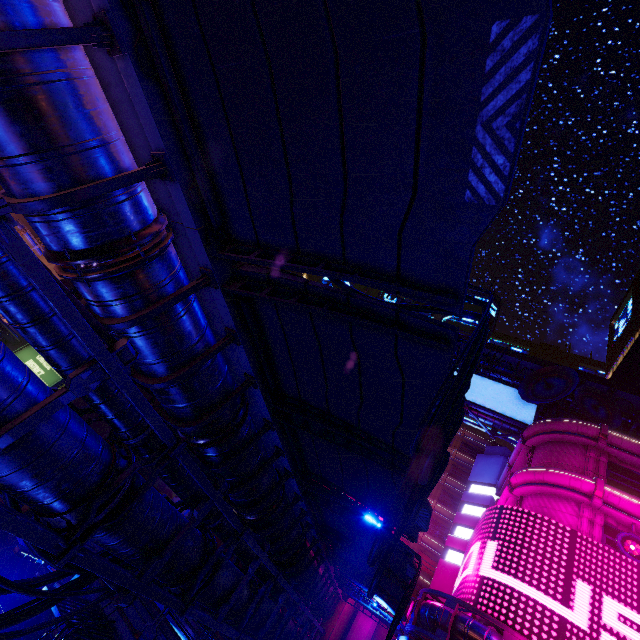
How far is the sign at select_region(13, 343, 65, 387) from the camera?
23.2m

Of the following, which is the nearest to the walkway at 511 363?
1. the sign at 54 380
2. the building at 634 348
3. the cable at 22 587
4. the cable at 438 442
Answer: the building at 634 348

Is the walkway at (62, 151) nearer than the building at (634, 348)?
Yes

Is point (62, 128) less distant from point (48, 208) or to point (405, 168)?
point (48, 208)

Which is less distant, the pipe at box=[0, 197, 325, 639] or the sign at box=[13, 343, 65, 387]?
the pipe at box=[0, 197, 325, 639]

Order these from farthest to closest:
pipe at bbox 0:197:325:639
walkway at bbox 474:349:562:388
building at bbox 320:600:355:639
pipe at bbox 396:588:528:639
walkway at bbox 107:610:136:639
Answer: walkway at bbox 474:349:562:388 < building at bbox 320:600:355:639 < pipe at bbox 396:588:528:639 < walkway at bbox 107:610:136:639 < pipe at bbox 0:197:325:639

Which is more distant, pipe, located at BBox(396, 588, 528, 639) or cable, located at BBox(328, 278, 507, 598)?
pipe, located at BBox(396, 588, 528, 639)

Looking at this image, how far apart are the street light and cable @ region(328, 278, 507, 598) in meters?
9.3 m
